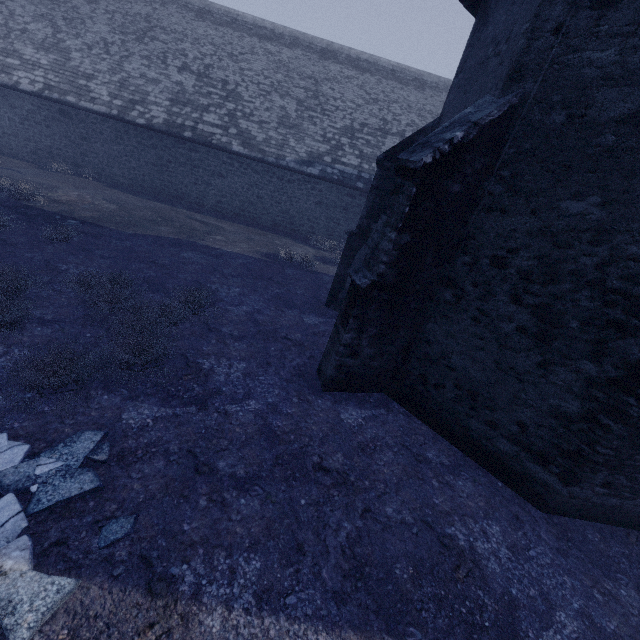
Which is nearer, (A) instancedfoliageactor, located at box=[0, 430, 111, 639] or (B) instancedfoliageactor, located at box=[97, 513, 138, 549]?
(A) instancedfoliageactor, located at box=[0, 430, 111, 639]

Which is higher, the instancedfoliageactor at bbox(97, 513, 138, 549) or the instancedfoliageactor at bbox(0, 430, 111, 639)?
the instancedfoliageactor at bbox(0, 430, 111, 639)

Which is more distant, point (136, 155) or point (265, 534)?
point (136, 155)

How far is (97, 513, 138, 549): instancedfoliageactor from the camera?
3.1m

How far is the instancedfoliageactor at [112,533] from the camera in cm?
315

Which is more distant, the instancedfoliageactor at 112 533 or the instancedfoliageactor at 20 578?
the instancedfoliageactor at 112 533
